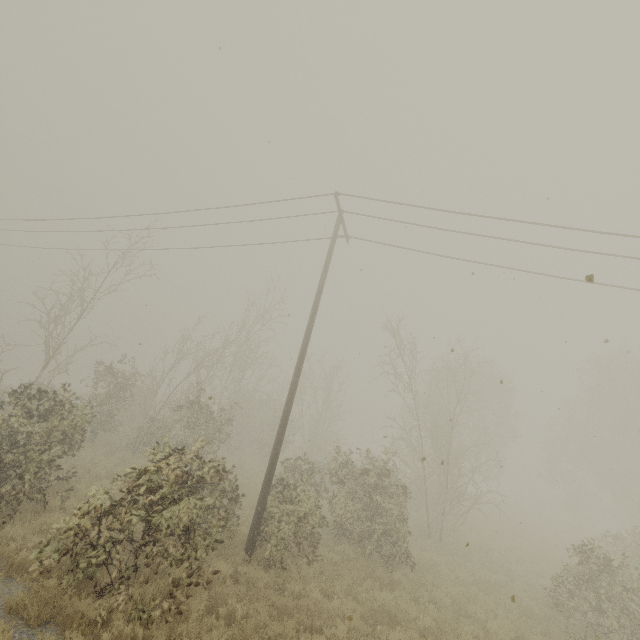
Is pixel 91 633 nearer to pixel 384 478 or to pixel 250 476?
pixel 384 478

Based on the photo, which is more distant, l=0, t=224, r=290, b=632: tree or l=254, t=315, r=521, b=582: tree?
l=254, t=315, r=521, b=582: tree

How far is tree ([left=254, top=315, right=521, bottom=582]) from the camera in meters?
10.1 m

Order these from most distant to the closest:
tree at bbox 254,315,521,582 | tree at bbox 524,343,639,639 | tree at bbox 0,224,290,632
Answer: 1. tree at bbox 254,315,521,582
2. tree at bbox 524,343,639,639
3. tree at bbox 0,224,290,632

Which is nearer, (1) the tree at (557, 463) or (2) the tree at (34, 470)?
(2) the tree at (34, 470)
